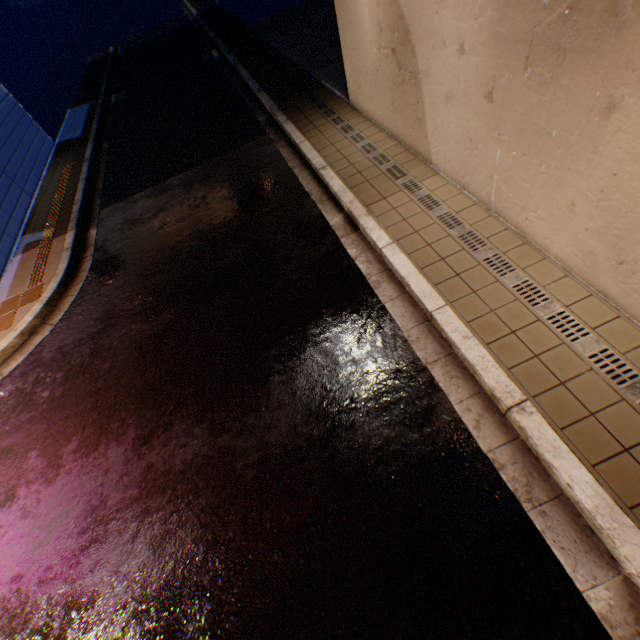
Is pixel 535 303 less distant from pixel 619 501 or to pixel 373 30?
pixel 619 501
